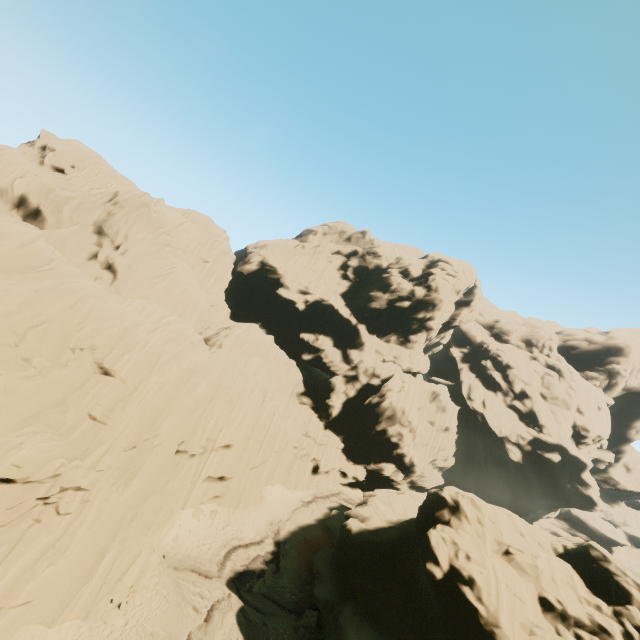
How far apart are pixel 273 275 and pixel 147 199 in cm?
2044
